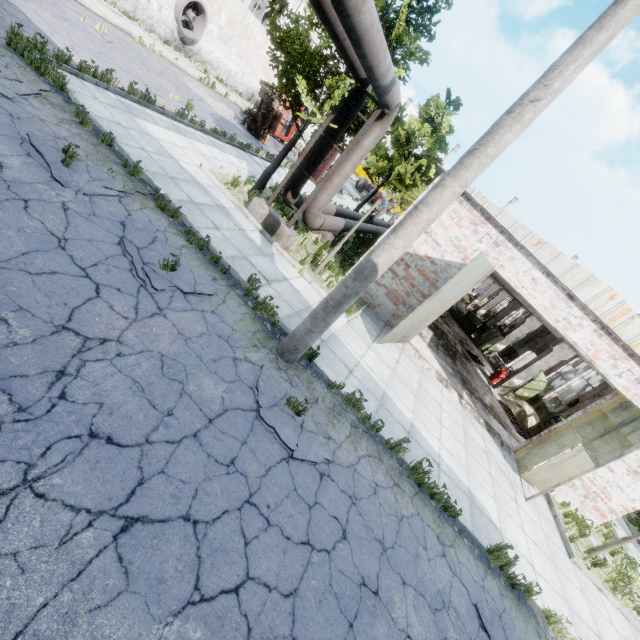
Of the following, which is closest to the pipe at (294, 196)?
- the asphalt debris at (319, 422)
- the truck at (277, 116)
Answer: the asphalt debris at (319, 422)

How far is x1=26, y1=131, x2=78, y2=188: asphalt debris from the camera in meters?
5.4

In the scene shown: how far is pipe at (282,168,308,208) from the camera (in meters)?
10.26

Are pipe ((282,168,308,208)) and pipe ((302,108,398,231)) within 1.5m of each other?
yes

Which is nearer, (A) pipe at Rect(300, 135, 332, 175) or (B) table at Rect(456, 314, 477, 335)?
(A) pipe at Rect(300, 135, 332, 175)

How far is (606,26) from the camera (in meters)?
3.71

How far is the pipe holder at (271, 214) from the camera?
8.7m
